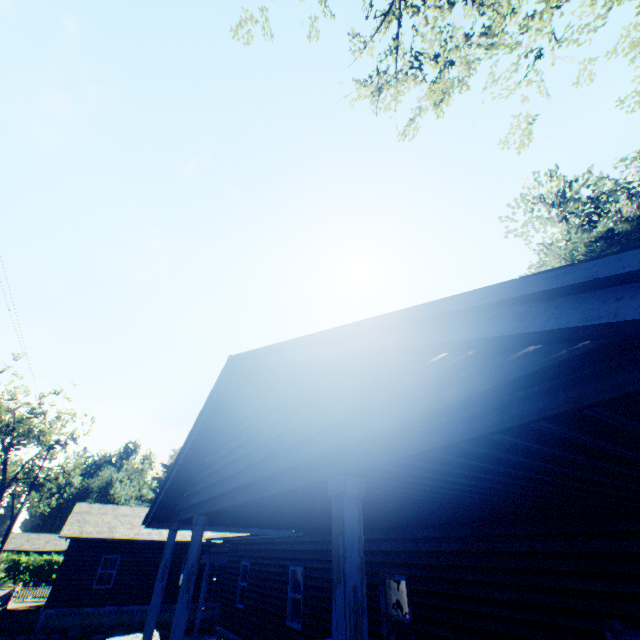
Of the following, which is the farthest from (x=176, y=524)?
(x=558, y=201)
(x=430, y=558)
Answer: (x=558, y=201)

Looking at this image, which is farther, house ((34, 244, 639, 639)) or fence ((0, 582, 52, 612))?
fence ((0, 582, 52, 612))

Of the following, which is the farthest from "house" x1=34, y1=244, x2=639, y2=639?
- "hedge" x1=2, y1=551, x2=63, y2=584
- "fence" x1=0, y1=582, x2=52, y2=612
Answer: "hedge" x1=2, y1=551, x2=63, y2=584

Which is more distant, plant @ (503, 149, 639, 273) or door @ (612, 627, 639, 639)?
plant @ (503, 149, 639, 273)

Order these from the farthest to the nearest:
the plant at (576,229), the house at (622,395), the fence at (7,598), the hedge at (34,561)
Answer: the hedge at (34,561) < the fence at (7,598) < the plant at (576,229) < the house at (622,395)

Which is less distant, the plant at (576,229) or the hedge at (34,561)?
the plant at (576,229)

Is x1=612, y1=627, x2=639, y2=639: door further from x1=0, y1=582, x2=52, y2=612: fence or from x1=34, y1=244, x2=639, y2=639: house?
x1=0, y1=582, x2=52, y2=612: fence

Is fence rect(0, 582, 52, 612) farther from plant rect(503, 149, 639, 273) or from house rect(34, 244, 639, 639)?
plant rect(503, 149, 639, 273)
